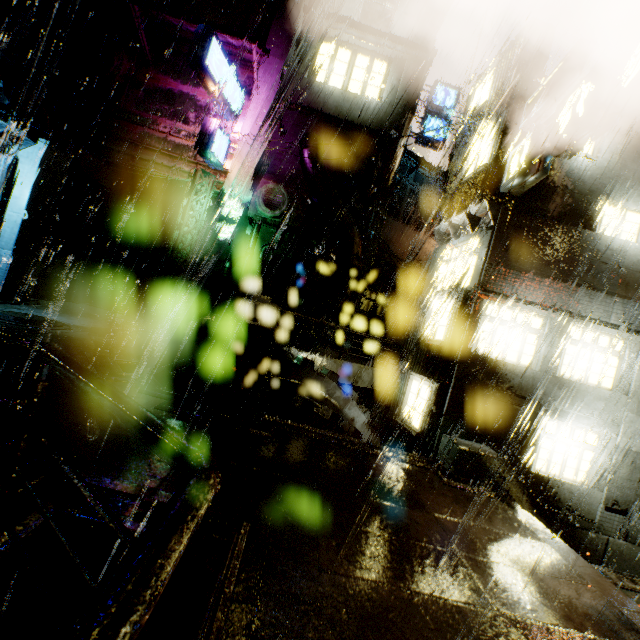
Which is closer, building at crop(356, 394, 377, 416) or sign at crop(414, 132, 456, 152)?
sign at crop(414, 132, 456, 152)

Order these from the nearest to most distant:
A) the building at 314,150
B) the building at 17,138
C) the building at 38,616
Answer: the building at 38,616 → the building at 17,138 → the building at 314,150

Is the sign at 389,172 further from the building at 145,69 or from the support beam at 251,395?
the support beam at 251,395

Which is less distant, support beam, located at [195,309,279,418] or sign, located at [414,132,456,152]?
support beam, located at [195,309,279,418]

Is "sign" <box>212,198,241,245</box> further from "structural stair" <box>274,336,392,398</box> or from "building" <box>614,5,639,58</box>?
"structural stair" <box>274,336,392,398</box>

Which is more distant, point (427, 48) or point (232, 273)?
point (232, 273)

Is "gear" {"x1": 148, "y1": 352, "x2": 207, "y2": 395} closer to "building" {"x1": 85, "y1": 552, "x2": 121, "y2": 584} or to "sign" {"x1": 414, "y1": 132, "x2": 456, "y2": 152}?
"building" {"x1": 85, "y1": 552, "x2": 121, "y2": 584}

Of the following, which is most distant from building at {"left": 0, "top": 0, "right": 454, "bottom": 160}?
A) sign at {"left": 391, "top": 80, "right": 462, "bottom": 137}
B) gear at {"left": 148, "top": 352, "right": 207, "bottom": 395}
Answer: sign at {"left": 391, "top": 80, "right": 462, "bottom": 137}
